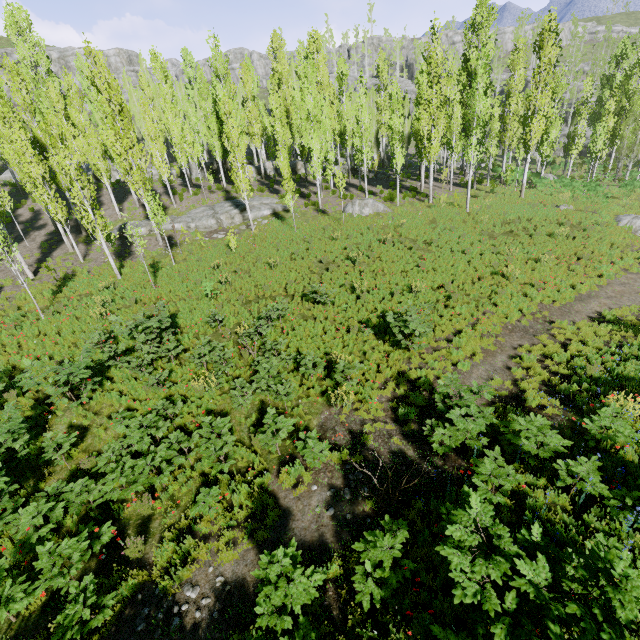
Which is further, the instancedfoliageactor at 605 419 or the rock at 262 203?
the rock at 262 203

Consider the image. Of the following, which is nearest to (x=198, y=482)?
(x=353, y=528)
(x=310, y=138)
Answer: (x=353, y=528)

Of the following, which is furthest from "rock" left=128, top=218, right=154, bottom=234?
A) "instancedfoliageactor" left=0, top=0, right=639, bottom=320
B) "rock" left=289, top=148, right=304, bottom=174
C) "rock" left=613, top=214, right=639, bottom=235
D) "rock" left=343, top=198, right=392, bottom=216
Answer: "rock" left=613, top=214, right=639, bottom=235

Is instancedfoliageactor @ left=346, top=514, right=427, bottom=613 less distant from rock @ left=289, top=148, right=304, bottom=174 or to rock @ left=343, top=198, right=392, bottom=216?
rock @ left=289, top=148, right=304, bottom=174

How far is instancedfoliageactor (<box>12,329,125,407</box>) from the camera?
9.13m

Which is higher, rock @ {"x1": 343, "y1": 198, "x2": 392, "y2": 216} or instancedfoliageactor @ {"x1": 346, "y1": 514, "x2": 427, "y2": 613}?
rock @ {"x1": 343, "y1": 198, "x2": 392, "y2": 216}

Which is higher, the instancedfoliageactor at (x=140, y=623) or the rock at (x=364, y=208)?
the rock at (x=364, y=208)

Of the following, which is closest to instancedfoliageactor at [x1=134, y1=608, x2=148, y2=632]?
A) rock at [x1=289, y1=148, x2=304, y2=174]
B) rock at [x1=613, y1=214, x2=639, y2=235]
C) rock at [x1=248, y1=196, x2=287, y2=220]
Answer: rock at [x1=289, y1=148, x2=304, y2=174]
